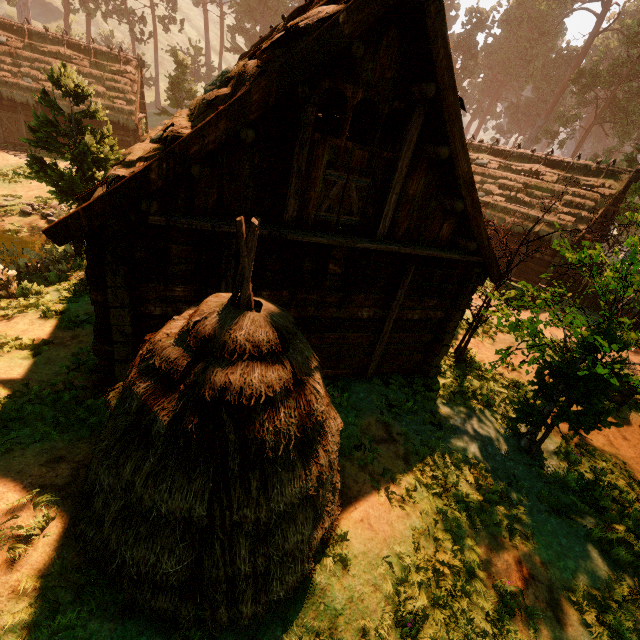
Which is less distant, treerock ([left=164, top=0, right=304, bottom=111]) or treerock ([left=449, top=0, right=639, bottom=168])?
treerock ([left=164, top=0, right=304, bottom=111])

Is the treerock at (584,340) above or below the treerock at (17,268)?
above

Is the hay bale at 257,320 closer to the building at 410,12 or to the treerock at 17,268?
the building at 410,12

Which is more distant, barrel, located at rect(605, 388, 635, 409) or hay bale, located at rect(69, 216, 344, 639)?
barrel, located at rect(605, 388, 635, 409)

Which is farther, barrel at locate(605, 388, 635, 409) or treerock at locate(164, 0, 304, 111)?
treerock at locate(164, 0, 304, 111)

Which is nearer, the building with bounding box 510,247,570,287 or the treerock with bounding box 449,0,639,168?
the building with bounding box 510,247,570,287

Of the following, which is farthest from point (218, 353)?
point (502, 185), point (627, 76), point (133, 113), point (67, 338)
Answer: point (627, 76)
